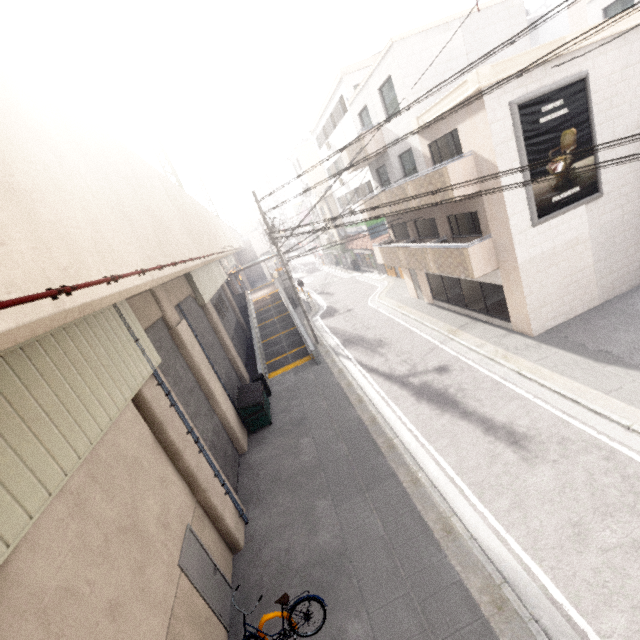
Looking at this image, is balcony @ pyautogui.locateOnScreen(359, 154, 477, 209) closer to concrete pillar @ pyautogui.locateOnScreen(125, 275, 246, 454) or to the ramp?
the ramp

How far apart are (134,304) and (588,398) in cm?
1275

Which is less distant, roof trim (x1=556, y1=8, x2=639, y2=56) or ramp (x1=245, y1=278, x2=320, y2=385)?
roof trim (x1=556, y1=8, x2=639, y2=56)

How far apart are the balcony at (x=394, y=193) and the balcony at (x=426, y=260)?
1.6m

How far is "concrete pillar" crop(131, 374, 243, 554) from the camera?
7.2 meters

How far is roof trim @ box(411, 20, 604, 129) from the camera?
9.5 meters

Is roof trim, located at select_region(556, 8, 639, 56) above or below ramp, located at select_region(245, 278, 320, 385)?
above

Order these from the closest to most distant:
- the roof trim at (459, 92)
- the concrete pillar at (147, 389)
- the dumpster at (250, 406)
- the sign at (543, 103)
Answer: the concrete pillar at (147, 389)
the roof trim at (459, 92)
the sign at (543, 103)
the dumpster at (250, 406)
